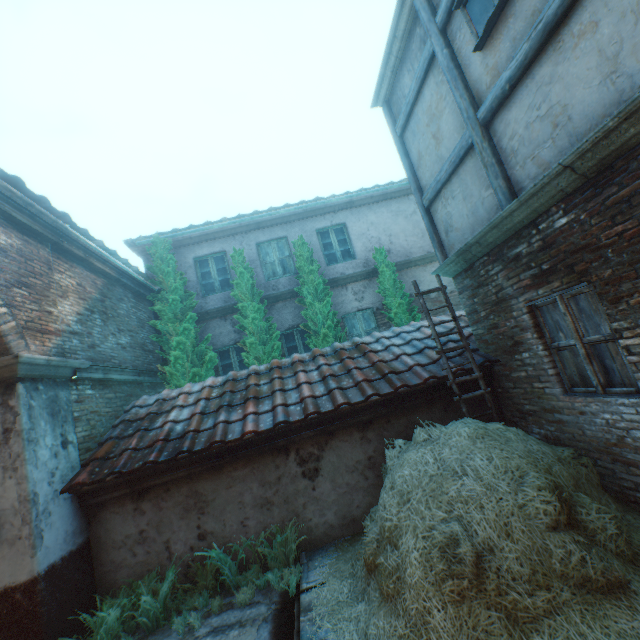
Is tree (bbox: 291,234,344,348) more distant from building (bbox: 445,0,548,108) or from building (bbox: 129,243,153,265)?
building (bbox: 129,243,153,265)

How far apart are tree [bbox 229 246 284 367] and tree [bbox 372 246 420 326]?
3.1 meters

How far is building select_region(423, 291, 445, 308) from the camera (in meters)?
10.23

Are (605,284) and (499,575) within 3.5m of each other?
yes

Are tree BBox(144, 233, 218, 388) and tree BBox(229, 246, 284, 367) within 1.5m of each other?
yes

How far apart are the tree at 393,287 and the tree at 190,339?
4.83m

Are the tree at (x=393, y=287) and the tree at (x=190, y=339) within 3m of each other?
no

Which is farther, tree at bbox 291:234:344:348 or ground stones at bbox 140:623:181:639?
tree at bbox 291:234:344:348
